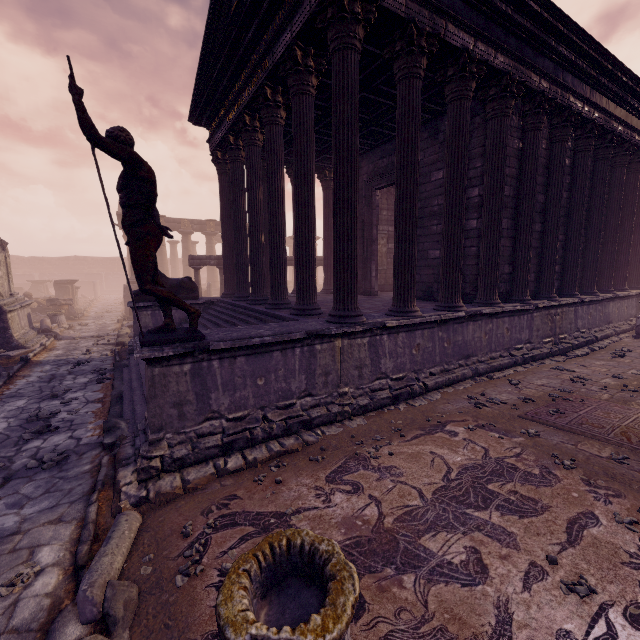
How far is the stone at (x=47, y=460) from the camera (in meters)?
4.45

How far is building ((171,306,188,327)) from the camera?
10.2m

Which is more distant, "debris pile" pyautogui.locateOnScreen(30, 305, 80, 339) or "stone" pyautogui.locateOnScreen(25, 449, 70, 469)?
"debris pile" pyautogui.locateOnScreen(30, 305, 80, 339)

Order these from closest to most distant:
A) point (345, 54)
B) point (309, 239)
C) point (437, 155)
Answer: point (345, 54) < point (309, 239) < point (437, 155)

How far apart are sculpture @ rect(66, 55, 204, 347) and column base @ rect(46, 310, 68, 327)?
15.2 meters

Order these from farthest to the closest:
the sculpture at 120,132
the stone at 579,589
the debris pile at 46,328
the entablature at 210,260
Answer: the entablature at 210,260
the debris pile at 46,328
the sculpture at 120,132
the stone at 579,589

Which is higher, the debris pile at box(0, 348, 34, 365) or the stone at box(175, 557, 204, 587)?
the stone at box(175, 557, 204, 587)

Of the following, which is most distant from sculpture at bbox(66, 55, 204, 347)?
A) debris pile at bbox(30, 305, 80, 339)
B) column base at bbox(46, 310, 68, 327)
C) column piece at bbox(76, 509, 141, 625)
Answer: column base at bbox(46, 310, 68, 327)
